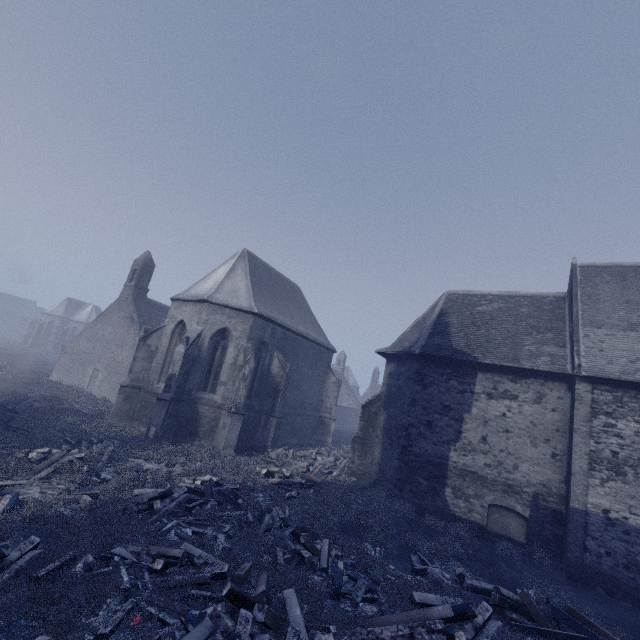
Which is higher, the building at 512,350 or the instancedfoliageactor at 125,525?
the building at 512,350

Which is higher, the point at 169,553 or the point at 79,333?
the point at 79,333

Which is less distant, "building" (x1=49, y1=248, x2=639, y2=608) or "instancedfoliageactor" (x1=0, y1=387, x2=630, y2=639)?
"instancedfoliageactor" (x1=0, y1=387, x2=630, y2=639)

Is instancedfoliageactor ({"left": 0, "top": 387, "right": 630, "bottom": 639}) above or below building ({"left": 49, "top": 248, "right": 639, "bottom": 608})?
below

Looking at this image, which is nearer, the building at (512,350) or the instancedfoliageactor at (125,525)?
the instancedfoliageactor at (125,525)
